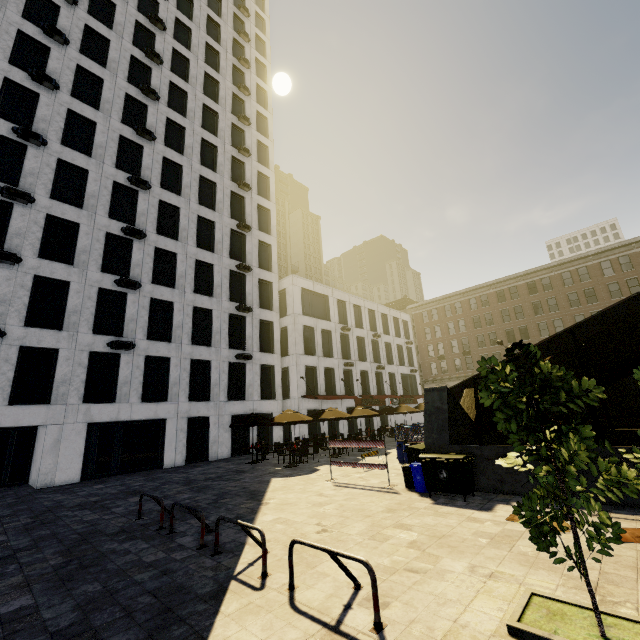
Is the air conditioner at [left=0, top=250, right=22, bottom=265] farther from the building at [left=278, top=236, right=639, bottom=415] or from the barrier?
the barrier

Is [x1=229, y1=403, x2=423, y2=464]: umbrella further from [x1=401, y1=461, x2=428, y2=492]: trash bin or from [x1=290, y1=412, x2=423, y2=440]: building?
[x1=401, y1=461, x2=428, y2=492]: trash bin

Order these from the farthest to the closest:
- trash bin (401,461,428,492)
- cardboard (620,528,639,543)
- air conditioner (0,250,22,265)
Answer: air conditioner (0,250,22,265) < trash bin (401,461,428,492) < cardboard (620,528,639,543)

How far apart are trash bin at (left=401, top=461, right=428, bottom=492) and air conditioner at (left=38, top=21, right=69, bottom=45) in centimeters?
3208cm

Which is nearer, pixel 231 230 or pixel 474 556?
pixel 474 556

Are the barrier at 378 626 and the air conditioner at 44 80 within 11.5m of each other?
no

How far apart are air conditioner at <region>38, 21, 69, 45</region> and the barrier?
31.6m

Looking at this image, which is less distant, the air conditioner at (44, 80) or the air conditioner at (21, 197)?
the air conditioner at (21, 197)
